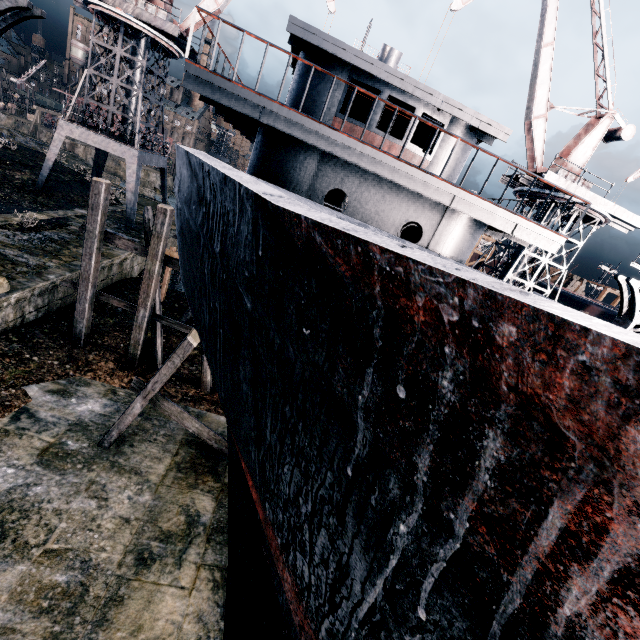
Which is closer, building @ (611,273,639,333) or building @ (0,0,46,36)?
building @ (0,0,46,36)

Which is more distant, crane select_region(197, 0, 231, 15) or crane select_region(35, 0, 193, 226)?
crane select_region(197, 0, 231, 15)

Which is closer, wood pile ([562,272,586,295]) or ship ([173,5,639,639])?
ship ([173,5,639,639])

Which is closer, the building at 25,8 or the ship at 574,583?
the ship at 574,583

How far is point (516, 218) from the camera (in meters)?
8.96

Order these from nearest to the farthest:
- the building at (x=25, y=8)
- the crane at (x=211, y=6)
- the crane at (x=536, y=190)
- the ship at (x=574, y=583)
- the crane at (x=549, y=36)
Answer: the ship at (x=574, y=583), the building at (x=25, y=8), the crane at (x=549, y=36), the crane at (x=536, y=190), the crane at (x=211, y=6)

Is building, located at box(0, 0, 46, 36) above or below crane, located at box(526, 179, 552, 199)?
below

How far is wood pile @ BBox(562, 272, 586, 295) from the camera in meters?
38.0 m
